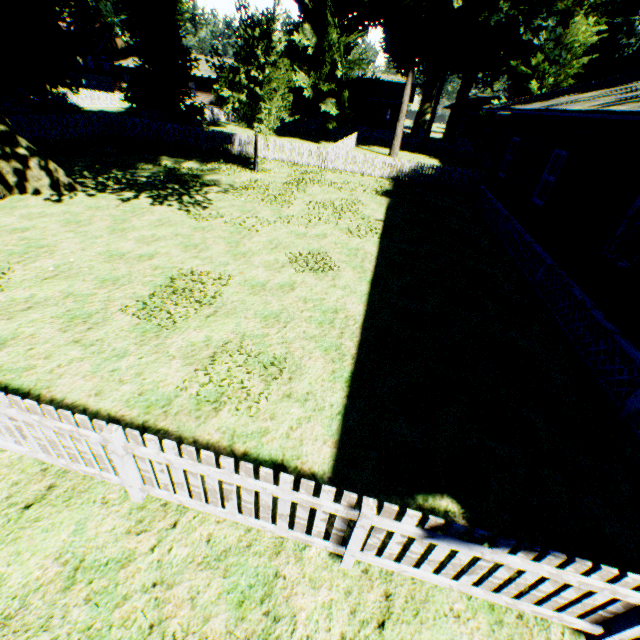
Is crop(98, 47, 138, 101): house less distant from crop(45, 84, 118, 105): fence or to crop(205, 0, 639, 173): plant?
crop(45, 84, 118, 105): fence

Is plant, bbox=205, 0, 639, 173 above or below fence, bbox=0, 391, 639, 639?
above

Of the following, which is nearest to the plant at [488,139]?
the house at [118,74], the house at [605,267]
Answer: the house at [605,267]

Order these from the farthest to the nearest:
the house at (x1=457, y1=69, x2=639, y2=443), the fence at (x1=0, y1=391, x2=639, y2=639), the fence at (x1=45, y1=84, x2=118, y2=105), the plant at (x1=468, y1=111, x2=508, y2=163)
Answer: the fence at (x1=45, y1=84, x2=118, y2=105)
the plant at (x1=468, y1=111, x2=508, y2=163)
the house at (x1=457, y1=69, x2=639, y2=443)
the fence at (x1=0, y1=391, x2=639, y2=639)

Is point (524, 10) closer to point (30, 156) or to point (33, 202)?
point (30, 156)

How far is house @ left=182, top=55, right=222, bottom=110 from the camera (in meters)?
42.94

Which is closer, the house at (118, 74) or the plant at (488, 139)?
the plant at (488, 139)
